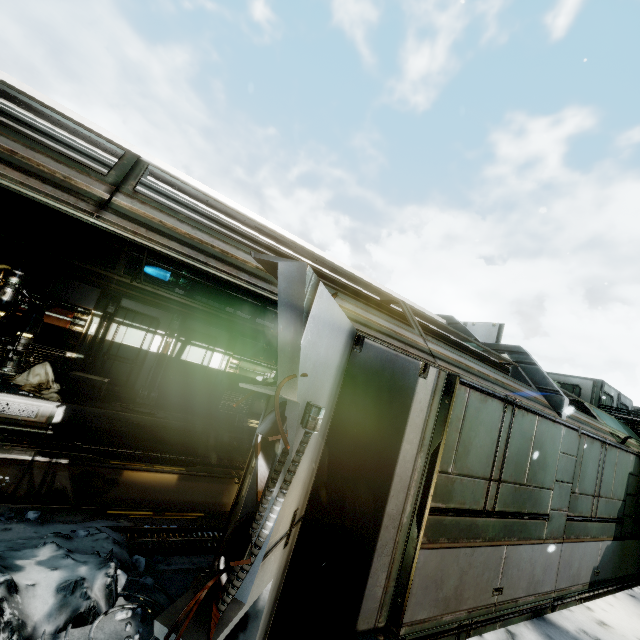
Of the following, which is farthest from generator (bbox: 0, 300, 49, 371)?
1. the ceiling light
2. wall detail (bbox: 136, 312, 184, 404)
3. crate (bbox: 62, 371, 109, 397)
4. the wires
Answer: the wires

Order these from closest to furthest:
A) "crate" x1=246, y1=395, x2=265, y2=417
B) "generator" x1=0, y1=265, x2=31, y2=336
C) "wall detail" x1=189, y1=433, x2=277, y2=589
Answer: "wall detail" x1=189, y1=433, x2=277, y2=589
"generator" x1=0, y1=265, x2=31, y2=336
"crate" x1=246, y1=395, x2=265, y2=417

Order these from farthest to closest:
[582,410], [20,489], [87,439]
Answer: [582,410] < [87,439] < [20,489]

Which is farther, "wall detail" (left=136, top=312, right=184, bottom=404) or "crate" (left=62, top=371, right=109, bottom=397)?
"wall detail" (left=136, top=312, right=184, bottom=404)

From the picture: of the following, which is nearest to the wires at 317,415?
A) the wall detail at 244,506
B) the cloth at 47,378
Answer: the wall detail at 244,506

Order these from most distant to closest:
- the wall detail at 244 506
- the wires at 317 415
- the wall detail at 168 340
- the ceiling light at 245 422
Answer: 1. the ceiling light at 245 422
2. the wall detail at 168 340
3. the wall detail at 244 506
4. the wires at 317 415

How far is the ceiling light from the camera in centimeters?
963cm

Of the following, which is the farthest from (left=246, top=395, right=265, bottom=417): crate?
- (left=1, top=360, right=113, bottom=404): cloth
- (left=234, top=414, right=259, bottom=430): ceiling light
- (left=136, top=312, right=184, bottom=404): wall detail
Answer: (left=1, top=360, right=113, bottom=404): cloth
